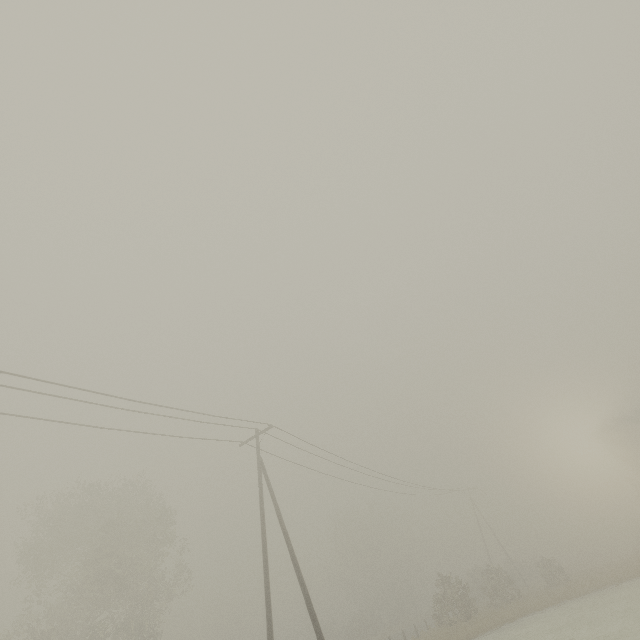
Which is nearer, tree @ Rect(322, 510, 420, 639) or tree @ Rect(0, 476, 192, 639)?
tree @ Rect(0, 476, 192, 639)

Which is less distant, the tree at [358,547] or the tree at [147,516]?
the tree at [147,516]

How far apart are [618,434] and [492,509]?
26.0m
